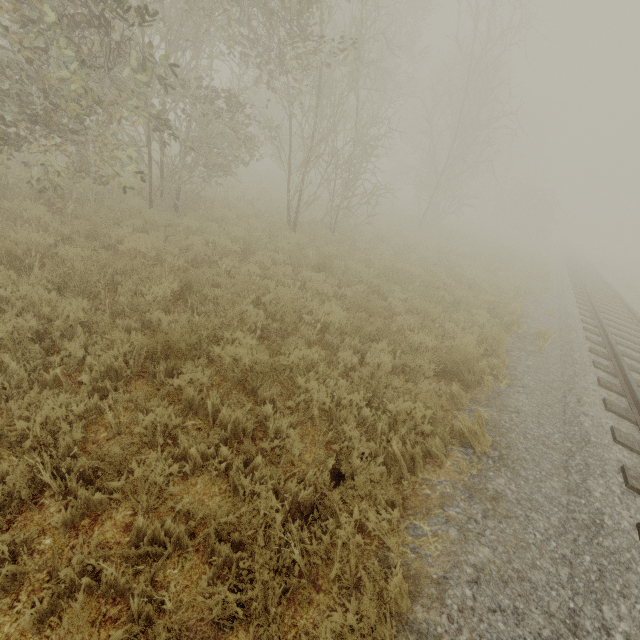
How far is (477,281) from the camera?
12.77m
